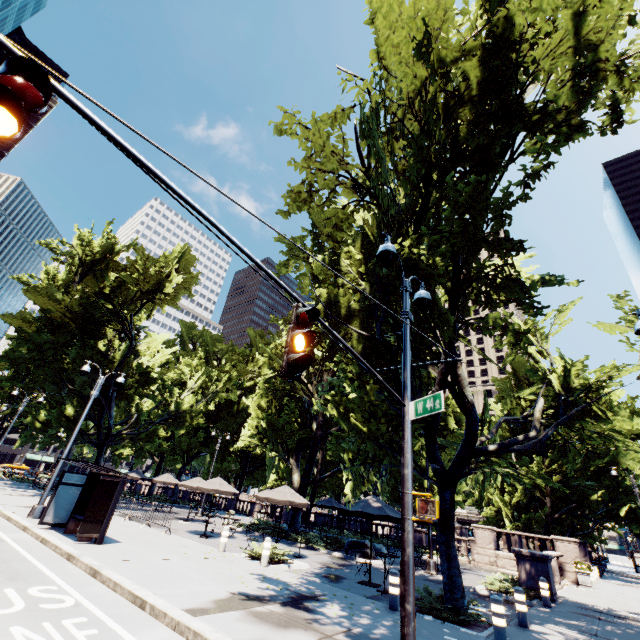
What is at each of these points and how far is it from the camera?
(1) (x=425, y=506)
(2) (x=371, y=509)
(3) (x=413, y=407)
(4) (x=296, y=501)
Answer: (1) crosswalk signal, 4.84m
(2) umbrella, 12.59m
(3) light, 5.64m
(4) umbrella, 15.62m

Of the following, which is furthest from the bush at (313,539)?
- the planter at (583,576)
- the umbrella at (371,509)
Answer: the planter at (583,576)

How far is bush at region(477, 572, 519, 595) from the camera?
13.80m

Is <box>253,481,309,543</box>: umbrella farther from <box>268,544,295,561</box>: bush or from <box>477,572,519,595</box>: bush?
<box>477,572,519,595</box>: bush

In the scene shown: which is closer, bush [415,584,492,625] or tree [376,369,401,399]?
bush [415,584,492,625]

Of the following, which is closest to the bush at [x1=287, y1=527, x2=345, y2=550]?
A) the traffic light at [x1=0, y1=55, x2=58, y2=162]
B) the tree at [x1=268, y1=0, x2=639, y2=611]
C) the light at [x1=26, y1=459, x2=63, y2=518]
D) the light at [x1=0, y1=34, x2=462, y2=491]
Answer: the tree at [x1=268, y1=0, x2=639, y2=611]

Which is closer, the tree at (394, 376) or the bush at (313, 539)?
the tree at (394, 376)

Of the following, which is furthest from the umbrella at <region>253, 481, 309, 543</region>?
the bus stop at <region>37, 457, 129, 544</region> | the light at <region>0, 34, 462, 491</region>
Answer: the light at <region>0, 34, 462, 491</region>
